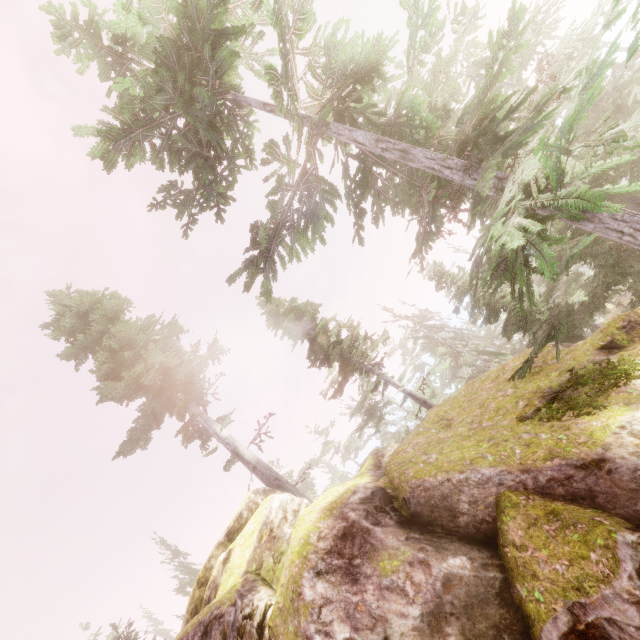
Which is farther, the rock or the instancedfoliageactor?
the instancedfoliageactor

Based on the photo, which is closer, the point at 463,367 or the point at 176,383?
the point at 176,383

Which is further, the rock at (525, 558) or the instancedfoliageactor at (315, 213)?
the instancedfoliageactor at (315, 213)
